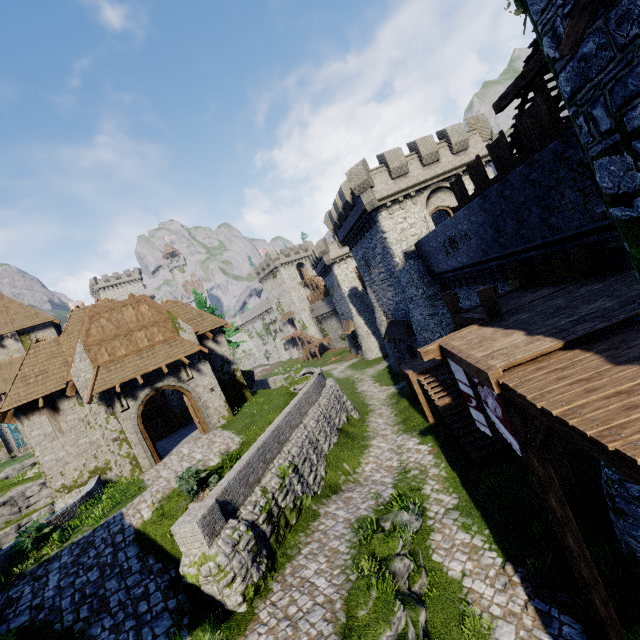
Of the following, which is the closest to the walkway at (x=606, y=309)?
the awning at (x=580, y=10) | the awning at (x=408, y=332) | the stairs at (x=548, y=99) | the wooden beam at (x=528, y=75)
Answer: the stairs at (x=548, y=99)

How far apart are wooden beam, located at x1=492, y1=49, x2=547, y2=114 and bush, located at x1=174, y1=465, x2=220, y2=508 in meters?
16.5

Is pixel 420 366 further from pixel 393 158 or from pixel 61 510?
pixel 61 510

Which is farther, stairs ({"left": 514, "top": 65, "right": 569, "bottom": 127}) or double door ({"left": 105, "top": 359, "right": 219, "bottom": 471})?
double door ({"left": 105, "top": 359, "right": 219, "bottom": 471})

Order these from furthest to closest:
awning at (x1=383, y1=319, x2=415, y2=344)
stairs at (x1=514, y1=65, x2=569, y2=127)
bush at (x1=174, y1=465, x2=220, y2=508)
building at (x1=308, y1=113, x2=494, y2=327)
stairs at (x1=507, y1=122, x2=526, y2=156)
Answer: awning at (x1=383, y1=319, x2=415, y2=344) < building at (x1=308, y1=113, x2=494, y2=327) < stairs at (x1=507, y1=122, x2=526, y2=156) < bush at (x1=174, y1=465, x2=220, y2=508) < stairs at (x1=514, y1=65, x2=569, y2=127)

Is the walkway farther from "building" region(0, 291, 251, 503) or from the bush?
"building" region(0, 291, 251, 503)

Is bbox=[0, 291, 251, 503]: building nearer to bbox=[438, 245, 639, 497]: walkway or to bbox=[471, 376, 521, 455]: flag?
bbox=[438, 245, 639, 497]: walkway

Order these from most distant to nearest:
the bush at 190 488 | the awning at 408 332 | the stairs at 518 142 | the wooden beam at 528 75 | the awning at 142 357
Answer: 1. the awning at 408 332
2. the awning at 142 357
3. the stairs at 518 142
4. the bush at 190 488
5. the wooden beam at 528 75
